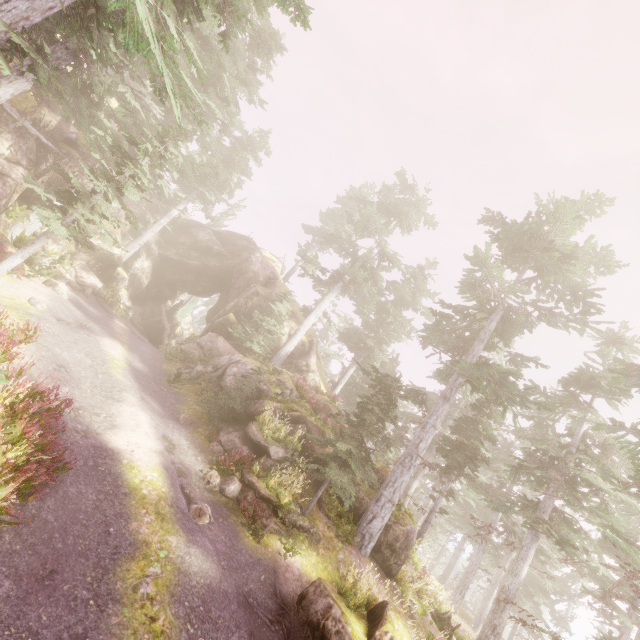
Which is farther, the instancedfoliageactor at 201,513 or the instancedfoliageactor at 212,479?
the instancedfoliageactor at 212,479

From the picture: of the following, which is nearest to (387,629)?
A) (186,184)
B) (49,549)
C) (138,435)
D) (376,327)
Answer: (49,549)

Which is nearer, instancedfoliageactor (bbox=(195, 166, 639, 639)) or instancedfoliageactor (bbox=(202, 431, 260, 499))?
instancedfoliageactor (bbox=(202, 431, 260, 499))

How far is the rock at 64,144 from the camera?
20.2m

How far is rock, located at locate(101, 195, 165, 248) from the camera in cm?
2478

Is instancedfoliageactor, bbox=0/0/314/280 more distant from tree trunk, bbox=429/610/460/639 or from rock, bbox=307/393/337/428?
tree trunk, bbox=429/610/460/639

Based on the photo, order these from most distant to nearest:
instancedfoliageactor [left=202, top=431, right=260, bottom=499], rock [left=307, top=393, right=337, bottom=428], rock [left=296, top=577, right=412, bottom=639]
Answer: rock [left=307, top=393, right=337, bottom=428] < instancedfoliageactor [left=202, top=431, right=260, bottom=499] < rock [left=296, top=577, right=412, bottom=639]
